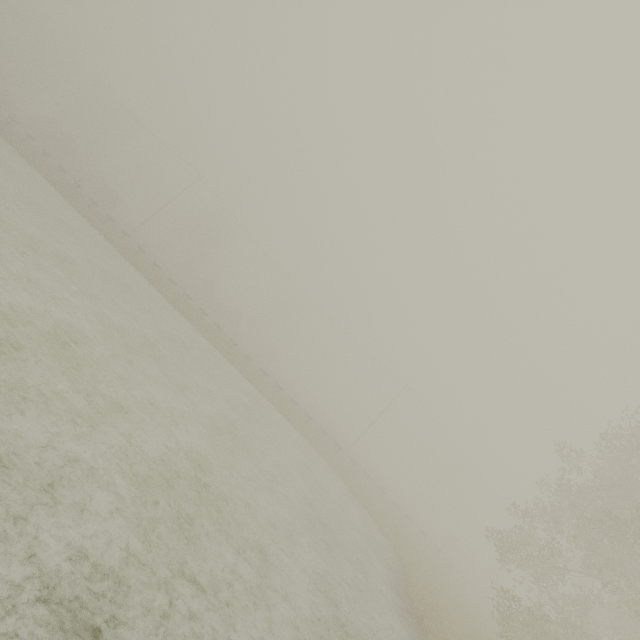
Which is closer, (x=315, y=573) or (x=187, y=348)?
(x=315, y=573)

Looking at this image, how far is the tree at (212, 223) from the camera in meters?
57.1

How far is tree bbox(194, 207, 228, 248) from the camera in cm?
5709

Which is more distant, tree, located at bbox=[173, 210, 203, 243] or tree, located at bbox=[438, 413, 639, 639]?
tree, located at bbox=[173, 210, 203, 243]

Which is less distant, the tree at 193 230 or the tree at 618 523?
the tree at 618 523
